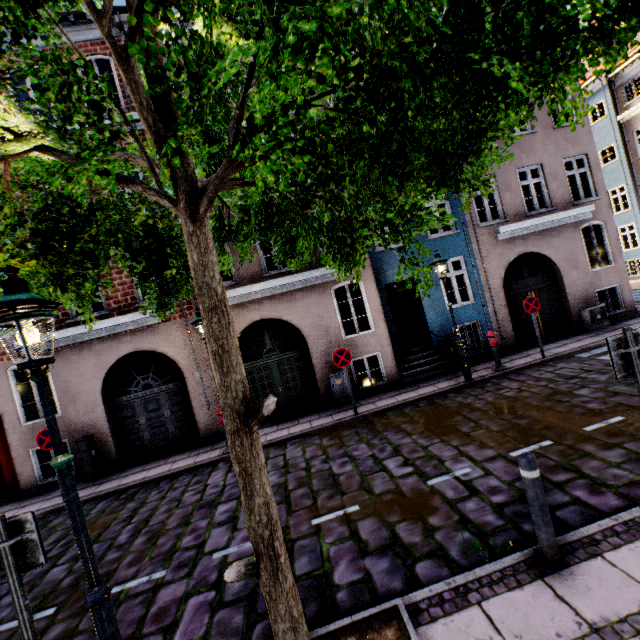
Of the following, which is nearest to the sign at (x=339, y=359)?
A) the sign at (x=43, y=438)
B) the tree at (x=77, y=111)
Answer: the tree at (x=77, y=111)

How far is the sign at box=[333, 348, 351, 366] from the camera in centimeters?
904cm

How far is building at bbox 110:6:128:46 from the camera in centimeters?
965cm

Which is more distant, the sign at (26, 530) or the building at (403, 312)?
the building at (403, 312)

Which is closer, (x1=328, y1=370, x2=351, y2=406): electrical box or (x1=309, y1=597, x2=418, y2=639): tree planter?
(x1=309, y1=597, x2=418, y2=639): tree planter

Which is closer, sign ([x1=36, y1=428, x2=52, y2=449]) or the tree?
the tree

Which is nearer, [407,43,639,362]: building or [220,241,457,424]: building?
[220,241,457,424]: building

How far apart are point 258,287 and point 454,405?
6.6m
